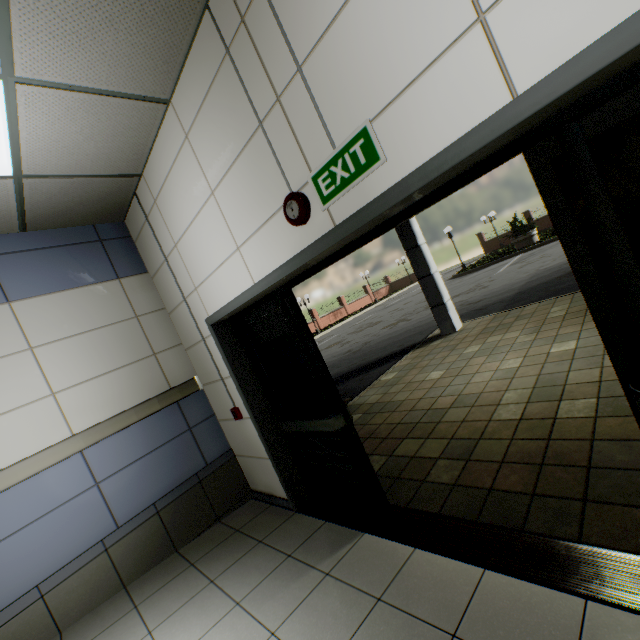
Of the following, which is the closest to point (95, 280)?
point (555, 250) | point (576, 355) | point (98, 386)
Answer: point (98, 386)

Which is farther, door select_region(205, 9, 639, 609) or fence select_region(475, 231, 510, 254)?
fence select_region(475, 231, 510, 254)

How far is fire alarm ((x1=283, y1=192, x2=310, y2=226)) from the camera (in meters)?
1.97

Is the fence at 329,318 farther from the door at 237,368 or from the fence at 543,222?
the door at 237,368

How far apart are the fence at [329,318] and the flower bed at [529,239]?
15.7 meters

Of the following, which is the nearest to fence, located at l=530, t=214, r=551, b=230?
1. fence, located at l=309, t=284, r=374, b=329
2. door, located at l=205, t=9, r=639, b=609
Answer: fence, located at l=309, t=284, r=374, b=329

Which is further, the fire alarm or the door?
the fire alarm

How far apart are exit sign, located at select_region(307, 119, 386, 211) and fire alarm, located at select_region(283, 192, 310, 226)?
0.1 meters
